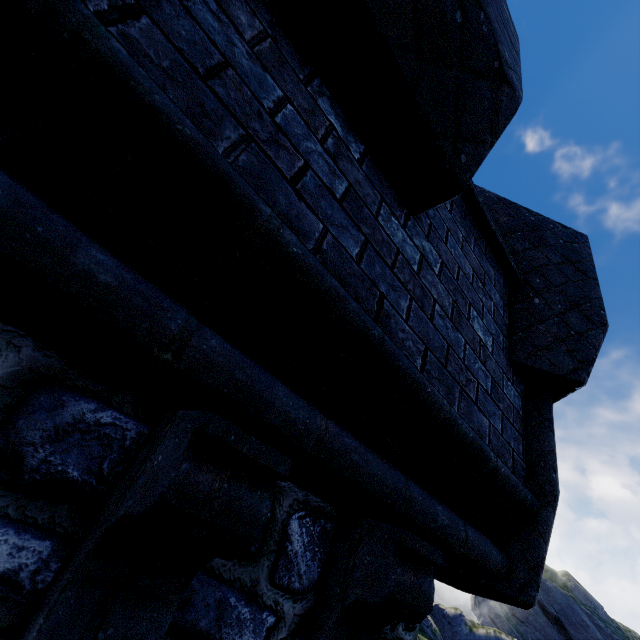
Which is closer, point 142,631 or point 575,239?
point 142,631
